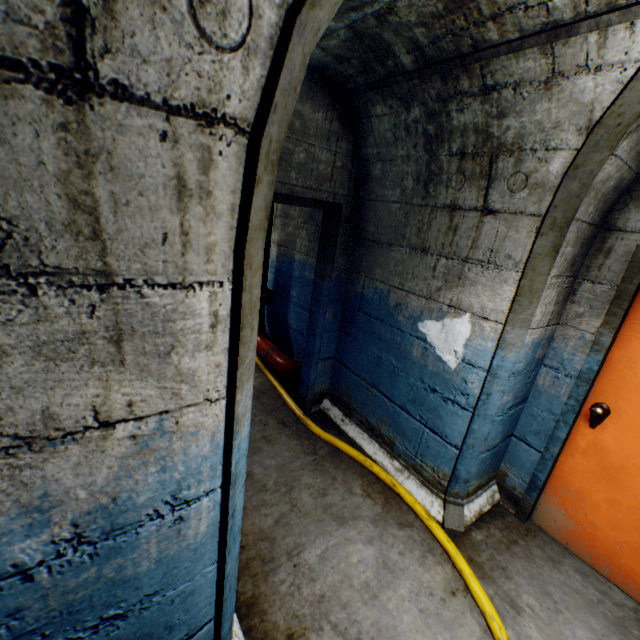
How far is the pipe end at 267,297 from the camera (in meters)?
4.21

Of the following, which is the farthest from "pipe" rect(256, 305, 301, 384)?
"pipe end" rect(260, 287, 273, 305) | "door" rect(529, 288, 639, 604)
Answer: "door" rect(529, 288, 639, 604)

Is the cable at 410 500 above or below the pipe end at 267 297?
below

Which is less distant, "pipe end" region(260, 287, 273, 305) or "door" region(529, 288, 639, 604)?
"door" region(529, 288, 639, 604)

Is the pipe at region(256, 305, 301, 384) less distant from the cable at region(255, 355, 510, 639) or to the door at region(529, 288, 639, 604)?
the cable at region(255, 355, 510, 639)

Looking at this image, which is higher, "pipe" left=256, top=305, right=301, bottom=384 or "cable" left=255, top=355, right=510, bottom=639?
"pipe" left=256, top=305, right=301, bottom=384

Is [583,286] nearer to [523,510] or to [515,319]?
[515,319]

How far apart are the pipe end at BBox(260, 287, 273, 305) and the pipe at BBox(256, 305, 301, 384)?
0.1 meters
